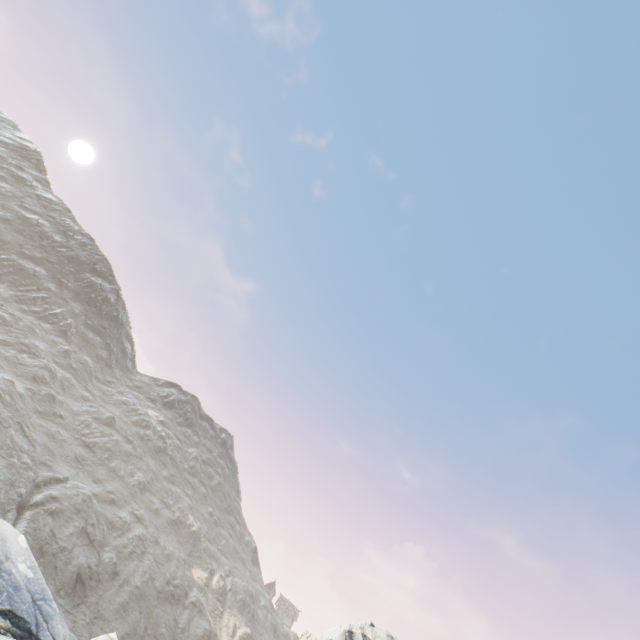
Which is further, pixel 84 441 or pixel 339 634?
pixel 84 441

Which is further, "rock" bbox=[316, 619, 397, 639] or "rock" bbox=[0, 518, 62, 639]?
"rock" bbox=[0, 518, 62, 639]

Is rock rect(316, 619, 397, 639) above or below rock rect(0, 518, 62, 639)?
above

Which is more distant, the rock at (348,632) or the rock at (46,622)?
the rock at (46,622)

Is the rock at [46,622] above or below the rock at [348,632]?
below
